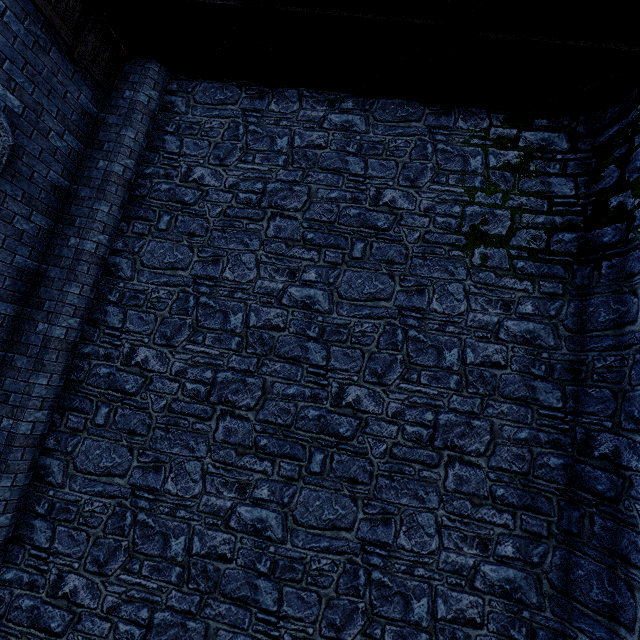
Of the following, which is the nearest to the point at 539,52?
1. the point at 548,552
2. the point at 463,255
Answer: the point at 463,255
